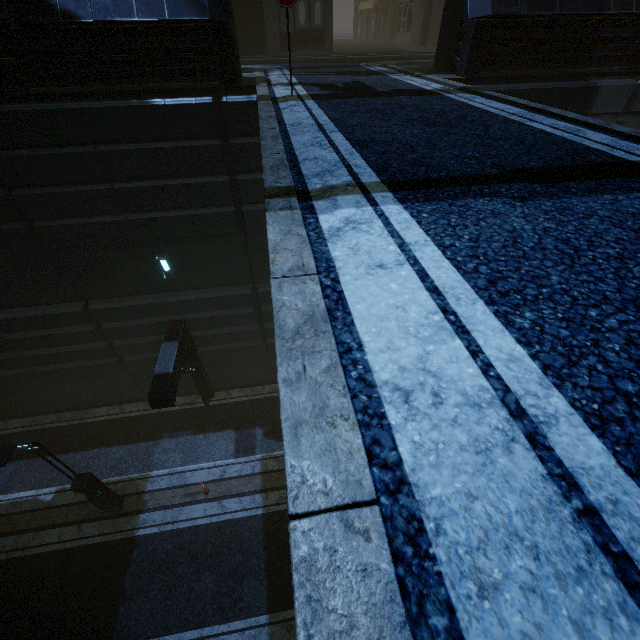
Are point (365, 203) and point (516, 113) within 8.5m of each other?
yes

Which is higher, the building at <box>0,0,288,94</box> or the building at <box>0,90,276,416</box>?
the building at <box>0,0,288,94</box>

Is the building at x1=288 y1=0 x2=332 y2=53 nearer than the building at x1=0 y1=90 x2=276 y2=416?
No

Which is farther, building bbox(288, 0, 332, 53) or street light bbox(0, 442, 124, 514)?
building bbox(288, 0, 332, 53)

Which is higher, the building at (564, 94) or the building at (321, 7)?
the building at (321, 7)

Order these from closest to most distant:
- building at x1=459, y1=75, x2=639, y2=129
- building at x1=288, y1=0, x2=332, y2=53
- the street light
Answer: the street light → building at x1=459, y1=75, x2=639, y2=129 → building at x1=288, y1=0, x2=332, y2=53

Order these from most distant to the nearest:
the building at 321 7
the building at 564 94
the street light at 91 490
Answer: the building at 321 7 → the building at 564 94 → the street light at 91 490
